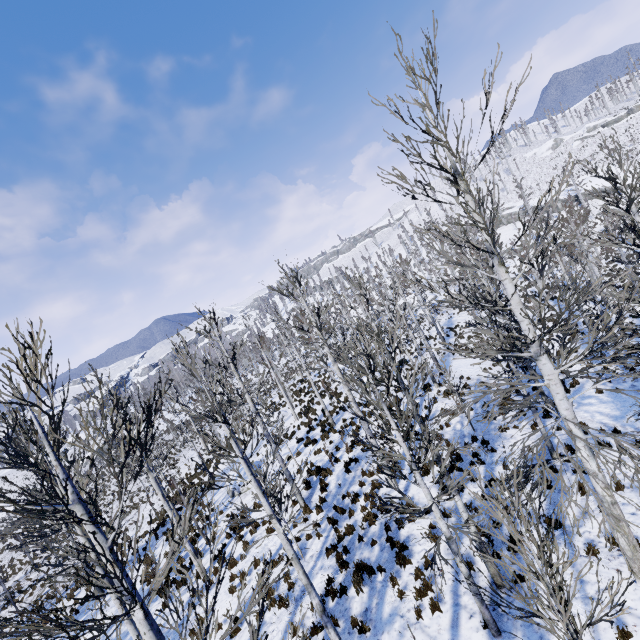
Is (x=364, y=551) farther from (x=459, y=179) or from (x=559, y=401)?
(x=459, y=179)
